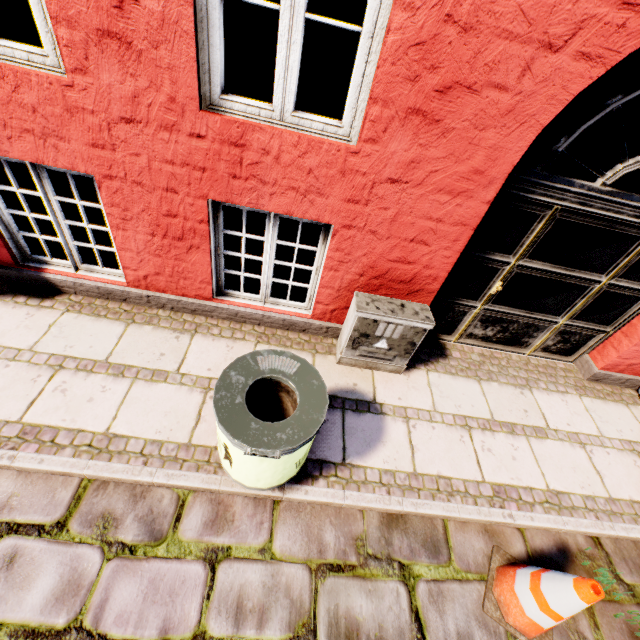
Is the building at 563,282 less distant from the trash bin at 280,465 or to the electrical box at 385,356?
the electrical box at 385,356

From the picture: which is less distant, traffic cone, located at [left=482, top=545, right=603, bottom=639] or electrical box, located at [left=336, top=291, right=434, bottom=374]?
traffic cone, located at [left=482, top=545, right=603, bottom=639]

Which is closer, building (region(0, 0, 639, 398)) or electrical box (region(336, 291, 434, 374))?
building (region(0, 0, 639, 398))

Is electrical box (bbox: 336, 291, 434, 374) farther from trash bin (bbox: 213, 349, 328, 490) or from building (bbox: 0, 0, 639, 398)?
trash bin (bbox: 213, 349, 328, 490)

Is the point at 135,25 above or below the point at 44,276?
above

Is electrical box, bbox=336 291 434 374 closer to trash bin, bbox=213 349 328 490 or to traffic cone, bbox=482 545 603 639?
trash bin, bbox=213 349 328 490

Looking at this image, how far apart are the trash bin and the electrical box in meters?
0.9

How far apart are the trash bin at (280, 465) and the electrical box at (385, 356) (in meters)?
0.89
